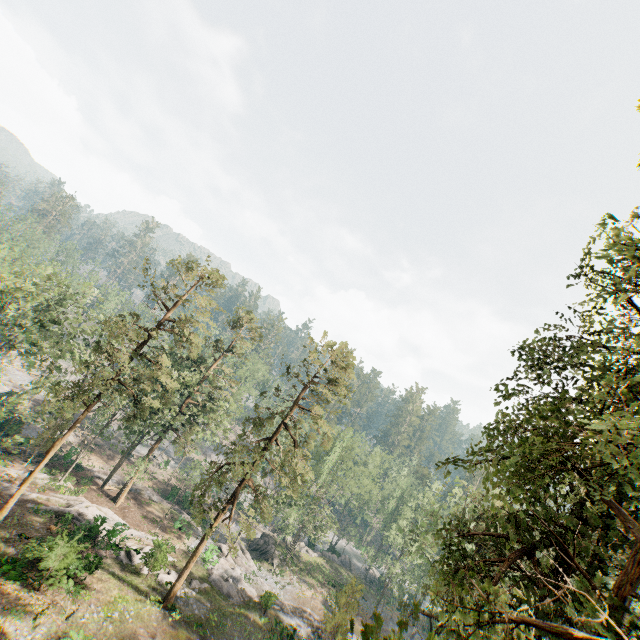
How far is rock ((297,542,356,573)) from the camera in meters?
50.0 m

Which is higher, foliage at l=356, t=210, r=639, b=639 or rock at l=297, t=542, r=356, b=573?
foliage at l=356, t=210, r=639, b=639

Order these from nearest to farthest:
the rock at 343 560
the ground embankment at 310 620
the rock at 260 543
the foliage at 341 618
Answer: the foliage at 341 618, the ground embankment at 310 620, the rock at 260 543, the rock at 343 560

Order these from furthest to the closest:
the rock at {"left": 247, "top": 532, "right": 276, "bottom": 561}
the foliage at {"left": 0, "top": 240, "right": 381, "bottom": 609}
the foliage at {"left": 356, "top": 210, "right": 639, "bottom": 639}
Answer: the rock at {"left": 247, "top": 532, "right": 276, "bottom": 561} < the foliage at {"left": 0, "top": 240, "right": 381, "bottom": 609} < the foliage at {"left": 356, "top": 210, "right": 639, "bottom": 639}

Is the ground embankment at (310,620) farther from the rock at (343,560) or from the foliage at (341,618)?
the rock at (343,560)

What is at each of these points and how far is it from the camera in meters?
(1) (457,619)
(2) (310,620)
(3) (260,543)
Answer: (1) foliage, 10.7 m
(2) ground embankment, 32.4 m
(3) rock, 45.3 m

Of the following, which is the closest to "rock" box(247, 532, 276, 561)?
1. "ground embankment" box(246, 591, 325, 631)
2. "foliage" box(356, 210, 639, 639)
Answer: "foliage" box(356, 210, 639, 639)

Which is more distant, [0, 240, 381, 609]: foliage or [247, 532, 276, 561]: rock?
[247, 532, 276, 561]: rock
